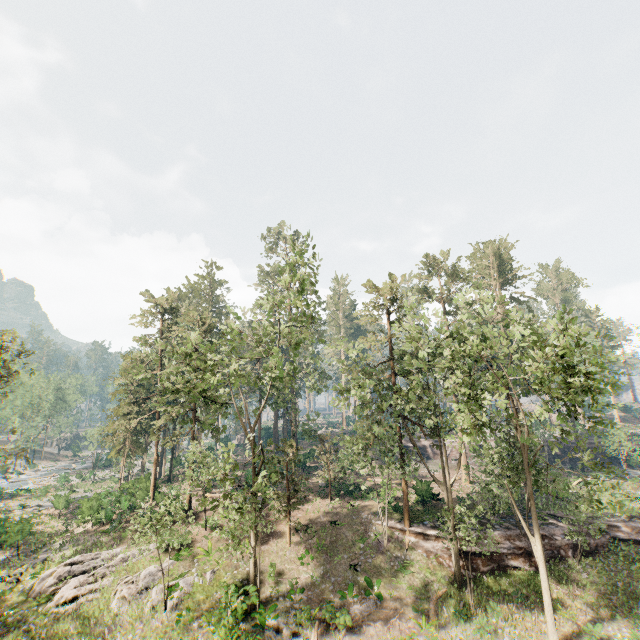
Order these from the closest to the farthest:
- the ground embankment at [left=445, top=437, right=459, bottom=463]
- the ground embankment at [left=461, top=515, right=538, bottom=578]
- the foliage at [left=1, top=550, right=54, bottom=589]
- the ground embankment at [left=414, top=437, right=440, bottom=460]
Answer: the foliage at [left=1, top=550, right=54, bottom=589], the ground embankment at [left=461, top=515, right=538, bottom=578], the ground embankment at [left=445, top=437, right=459, bottom=463], the ground embankment at [left=414, top=437, right=440, bottom=460]

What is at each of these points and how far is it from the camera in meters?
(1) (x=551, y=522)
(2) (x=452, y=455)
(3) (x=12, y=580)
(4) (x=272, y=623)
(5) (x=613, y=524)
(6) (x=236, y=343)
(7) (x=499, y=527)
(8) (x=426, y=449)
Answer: (1) ground embankment, 26.5
(2) ground embankment, 49.2
(3) foliage, 22.0
(4) foliage, 18.6
(5) ground embankment, 25.7
(6) foliage, 26.2
(7) ground embankment, 25.4
(8) ground embankment, 50.1

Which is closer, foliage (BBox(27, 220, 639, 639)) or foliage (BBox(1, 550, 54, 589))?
foliage (BBox(27, 220, 639, 639))

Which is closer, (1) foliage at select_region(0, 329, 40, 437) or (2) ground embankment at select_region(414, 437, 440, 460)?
(1) foliage at select_region(0, 329, 40, 437)

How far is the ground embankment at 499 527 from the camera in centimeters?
2286cm

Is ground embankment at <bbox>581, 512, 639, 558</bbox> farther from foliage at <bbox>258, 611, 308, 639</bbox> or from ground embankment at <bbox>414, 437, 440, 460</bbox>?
ground embankment at <bbox>414, 437, 440, 460</bbox>

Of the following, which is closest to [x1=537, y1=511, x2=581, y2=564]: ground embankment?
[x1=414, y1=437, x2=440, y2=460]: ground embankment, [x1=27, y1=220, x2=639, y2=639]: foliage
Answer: [x1=27, y1=220, x2=639, y2=639]: foliage

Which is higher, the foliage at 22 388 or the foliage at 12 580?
the foliage at 22 388
